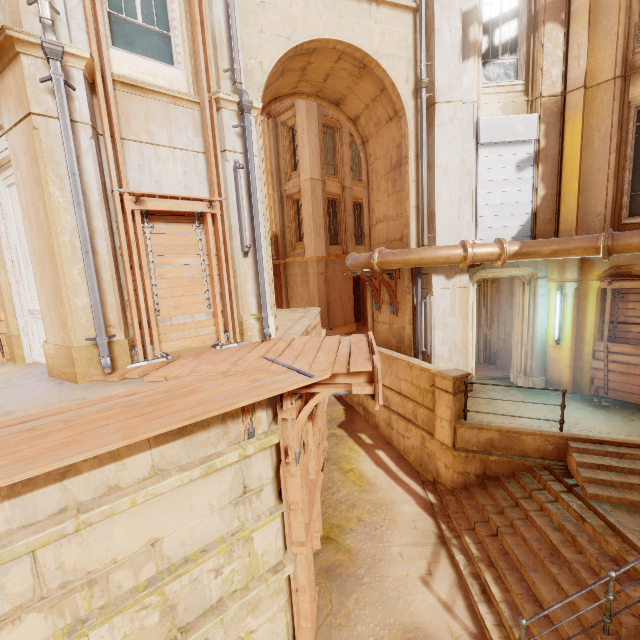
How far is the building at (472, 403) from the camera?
7.9m

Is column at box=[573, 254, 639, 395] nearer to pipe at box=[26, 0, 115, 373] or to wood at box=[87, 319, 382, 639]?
wood at box=[87, 319, 382, 639]

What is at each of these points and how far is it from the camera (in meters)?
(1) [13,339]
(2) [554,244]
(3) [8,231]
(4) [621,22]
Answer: (1) column, 6.38
(2) pipe, 7.91
(3) door, 6.05
(4) window, 7.39

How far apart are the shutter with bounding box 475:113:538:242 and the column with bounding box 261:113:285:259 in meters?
11.9

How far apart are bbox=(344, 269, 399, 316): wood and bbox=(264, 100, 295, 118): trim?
11.25m

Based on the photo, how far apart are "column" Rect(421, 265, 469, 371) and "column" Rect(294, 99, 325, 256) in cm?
831

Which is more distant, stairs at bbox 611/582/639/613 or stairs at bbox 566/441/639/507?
stairs at bbox 566/441/639/507

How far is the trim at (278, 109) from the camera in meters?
16.8 m
